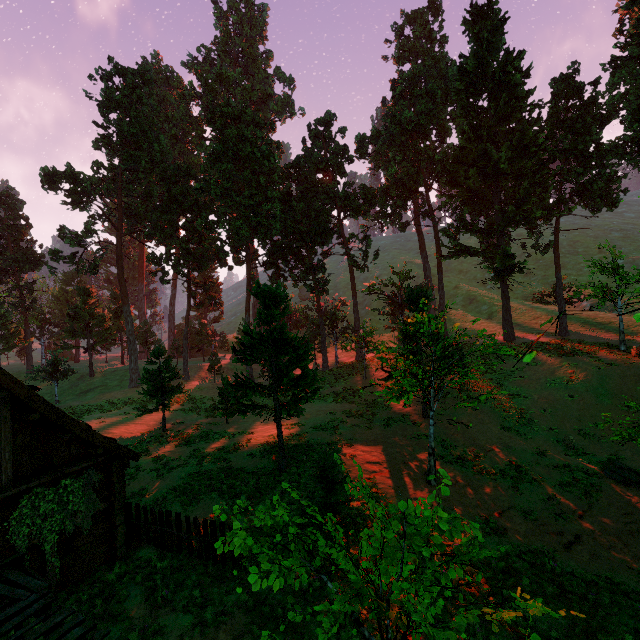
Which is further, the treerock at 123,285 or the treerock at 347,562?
the treerock at 123,285

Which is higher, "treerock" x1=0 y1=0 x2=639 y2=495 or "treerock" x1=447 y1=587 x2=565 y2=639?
"treerock" x1=0 y1=0 x2=639 y2=495

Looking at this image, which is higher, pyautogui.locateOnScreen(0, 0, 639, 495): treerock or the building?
pyautogui.locateOnScreen(0, 0, 639, 495): treerock

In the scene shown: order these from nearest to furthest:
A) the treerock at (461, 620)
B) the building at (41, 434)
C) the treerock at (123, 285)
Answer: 1. the treerock at (461, 620)
2. the building at (41, 434)
3. the treerock at (123, 285)

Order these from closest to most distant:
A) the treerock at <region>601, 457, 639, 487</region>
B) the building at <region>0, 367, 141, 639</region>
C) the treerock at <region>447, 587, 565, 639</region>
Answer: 1. the treerock at <region>447, 587, 565, 639</region>
2. the building at <region>0, 367, 141, 639</region>
3. the treerock at <region>601, 457, 639, 487</region>

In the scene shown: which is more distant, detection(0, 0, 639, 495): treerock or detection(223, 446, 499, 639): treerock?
detection(0, 0, 639, 495): treerock

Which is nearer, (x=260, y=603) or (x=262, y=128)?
(x=260, y=603)
